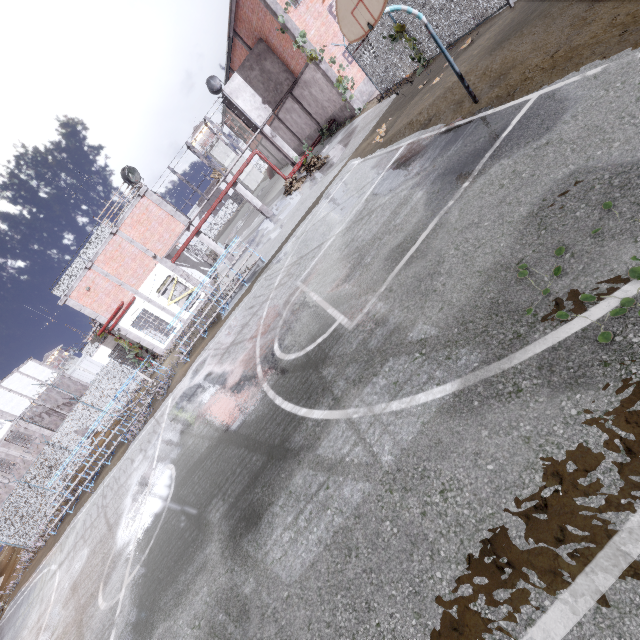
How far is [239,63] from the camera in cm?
2531

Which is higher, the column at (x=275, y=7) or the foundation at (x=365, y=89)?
the column at (x=275, y=7)

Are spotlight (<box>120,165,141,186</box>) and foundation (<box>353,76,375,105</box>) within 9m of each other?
no

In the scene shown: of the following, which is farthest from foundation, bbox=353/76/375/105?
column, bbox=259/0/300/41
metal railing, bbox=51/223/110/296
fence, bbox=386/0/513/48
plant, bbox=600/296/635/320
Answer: plant, bbox=600/296/635/320

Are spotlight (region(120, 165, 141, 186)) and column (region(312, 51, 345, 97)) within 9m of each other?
no

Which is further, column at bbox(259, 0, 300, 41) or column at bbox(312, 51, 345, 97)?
column at bbox(312, 51, 345, 97)

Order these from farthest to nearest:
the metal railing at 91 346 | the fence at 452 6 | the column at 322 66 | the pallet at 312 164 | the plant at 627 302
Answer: the metal railing at 91 346 → the pallet at 312 164 → the column at 322 66 → the fence at 452 6 → the plant at 627 302

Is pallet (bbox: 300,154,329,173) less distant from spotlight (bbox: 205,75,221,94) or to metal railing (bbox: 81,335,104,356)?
spotlight (bbox: 205,75,221,94)
